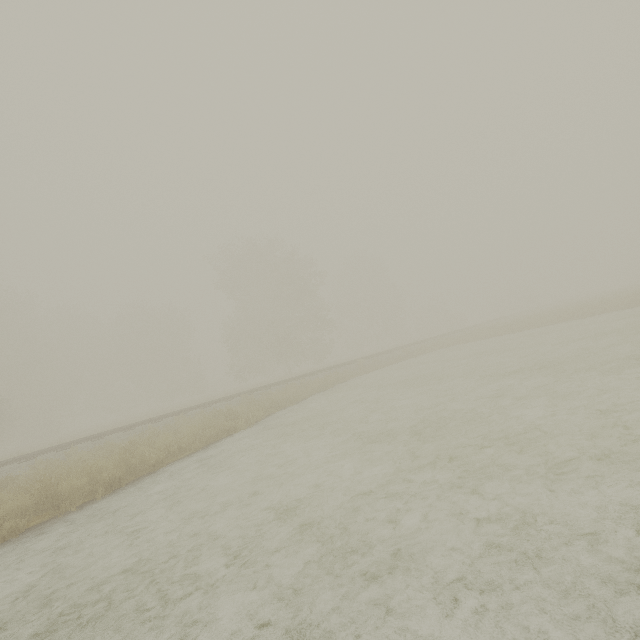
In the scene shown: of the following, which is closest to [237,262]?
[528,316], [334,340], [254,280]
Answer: [254,280]

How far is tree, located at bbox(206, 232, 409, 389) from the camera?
35.2 meters

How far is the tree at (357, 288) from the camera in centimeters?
3516cm
